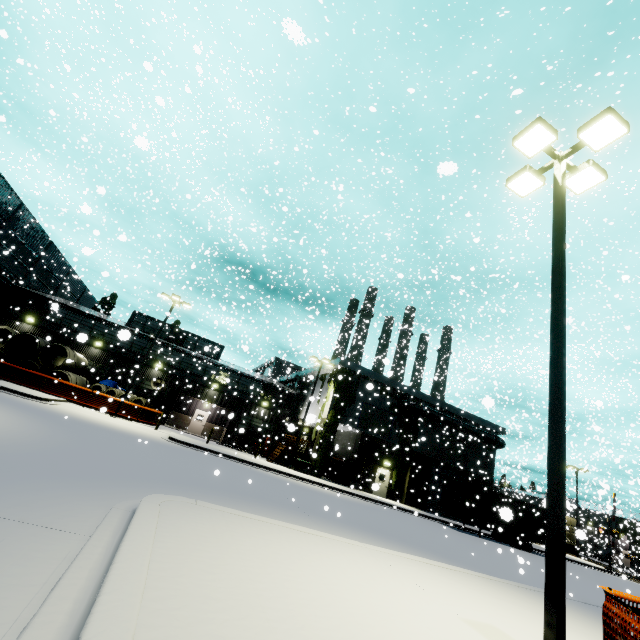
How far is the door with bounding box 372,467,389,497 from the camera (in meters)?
7.46

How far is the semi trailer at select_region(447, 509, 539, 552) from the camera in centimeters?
2491cm

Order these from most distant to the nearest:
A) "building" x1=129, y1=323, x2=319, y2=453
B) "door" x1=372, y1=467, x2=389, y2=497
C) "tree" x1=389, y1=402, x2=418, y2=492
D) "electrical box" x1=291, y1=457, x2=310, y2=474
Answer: "building" x1=129, y1=323, x2=319, y2=453, "tree" x1=389, y1=402, x2=418, y2=492, "electrical box" x1=291, y1=457, x2=310, y2=474, "door" x1=372, y1=467, x2=389, y2=497

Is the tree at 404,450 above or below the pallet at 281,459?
above

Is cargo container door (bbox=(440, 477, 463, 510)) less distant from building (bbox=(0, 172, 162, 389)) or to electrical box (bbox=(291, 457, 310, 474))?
building (bbox=(0, 172, 162, 389))

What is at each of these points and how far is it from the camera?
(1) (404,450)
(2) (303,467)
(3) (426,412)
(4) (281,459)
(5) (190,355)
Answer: (1) tree, 31.97m
(2) electrical box, 27.39m
(3) pipe, 32.03m
(4) pallet, 29.22m
(5) building, 35.00m

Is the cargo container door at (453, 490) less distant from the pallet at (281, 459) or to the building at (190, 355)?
the building at (190, 355)

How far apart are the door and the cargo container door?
5.2 meters
